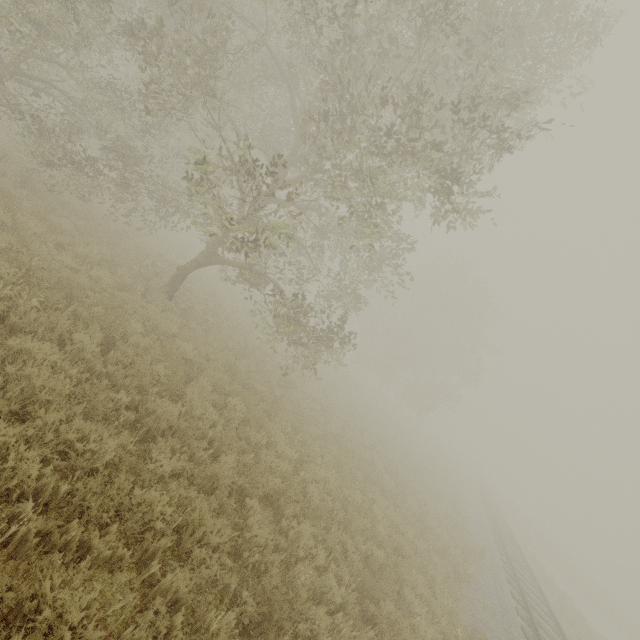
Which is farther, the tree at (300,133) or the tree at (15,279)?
the tree at (300,133)

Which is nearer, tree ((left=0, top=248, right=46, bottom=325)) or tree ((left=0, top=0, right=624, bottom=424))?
tree ((left=0, top=248, right=46, bottom=325))

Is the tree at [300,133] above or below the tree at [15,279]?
above

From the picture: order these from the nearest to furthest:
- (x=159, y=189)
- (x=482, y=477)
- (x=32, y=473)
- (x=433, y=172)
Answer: (x=32, y=473) < (x=433, y=172) < (x=159, y=189) < (x=482, y=477)

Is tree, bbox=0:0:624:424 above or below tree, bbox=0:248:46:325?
above
